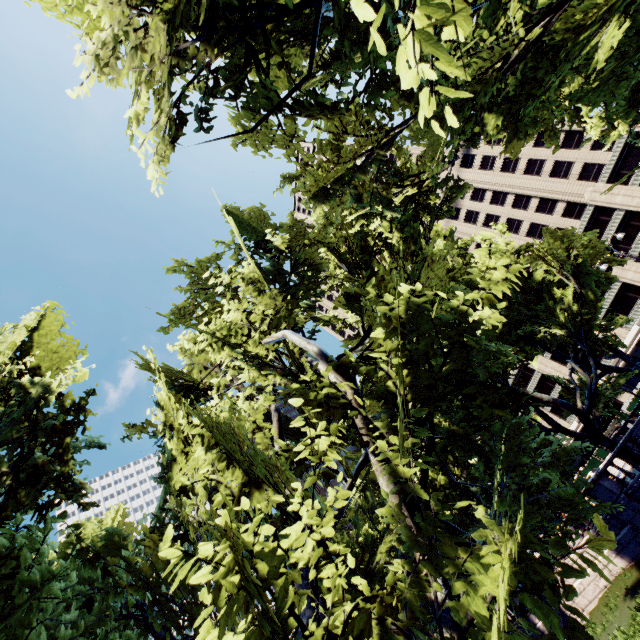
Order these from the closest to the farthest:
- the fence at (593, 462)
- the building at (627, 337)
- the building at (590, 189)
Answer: the fence at (593, 462) → the building at (590, 189) → the building at (627, 337)

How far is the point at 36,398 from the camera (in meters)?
9.01

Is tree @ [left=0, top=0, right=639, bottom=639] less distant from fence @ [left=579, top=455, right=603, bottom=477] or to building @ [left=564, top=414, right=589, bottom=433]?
building @ [left=564, top=414, right=589, bottom=433]

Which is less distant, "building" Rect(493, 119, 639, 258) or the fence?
the fence

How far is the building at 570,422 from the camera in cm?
5750

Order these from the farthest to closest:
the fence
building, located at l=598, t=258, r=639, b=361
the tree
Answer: building, located at l=598, t=258, r=639, b=361 → the fence → the tree

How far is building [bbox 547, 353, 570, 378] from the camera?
58.0 meters
